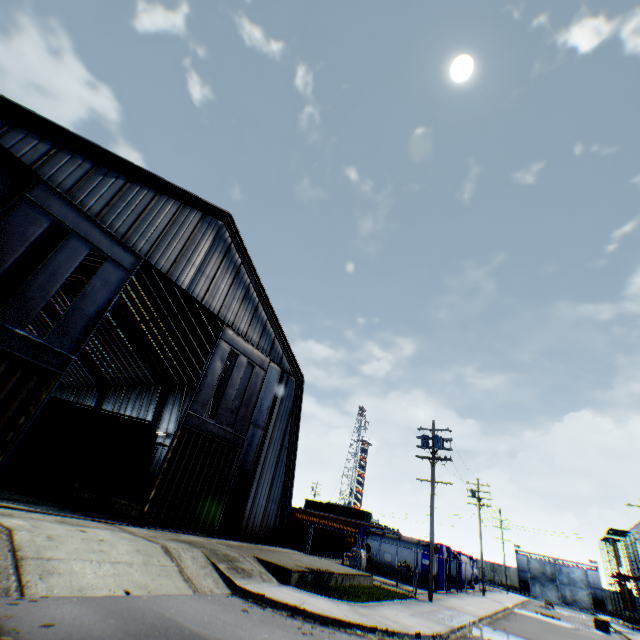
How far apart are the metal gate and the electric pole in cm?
5530

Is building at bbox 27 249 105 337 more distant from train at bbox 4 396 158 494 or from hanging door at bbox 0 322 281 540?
train at bbox 4 396 158 494

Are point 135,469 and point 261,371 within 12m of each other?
yes

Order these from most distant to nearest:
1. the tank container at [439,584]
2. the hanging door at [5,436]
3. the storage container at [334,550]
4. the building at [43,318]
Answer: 1. the building at [43,318]
2. the storage container at [334,550]
3. the tank container at [439,584]
4. the hanging door at [5,436]

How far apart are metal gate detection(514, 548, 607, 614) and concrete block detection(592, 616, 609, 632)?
35.4 meters

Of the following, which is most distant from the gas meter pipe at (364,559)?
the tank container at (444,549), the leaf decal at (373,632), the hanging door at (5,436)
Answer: the leaf decal at (373,632)

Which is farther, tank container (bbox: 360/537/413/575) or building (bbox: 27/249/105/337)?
building (bbox: 27/249/105/337)

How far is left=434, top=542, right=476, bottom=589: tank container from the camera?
25.0 meters
